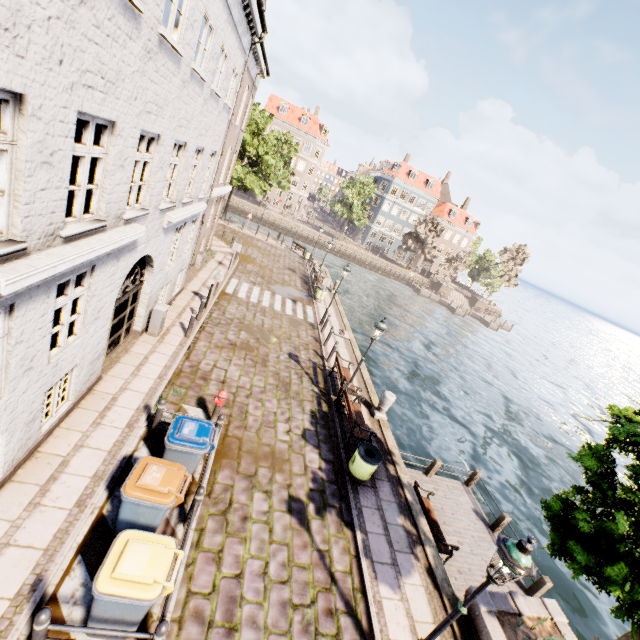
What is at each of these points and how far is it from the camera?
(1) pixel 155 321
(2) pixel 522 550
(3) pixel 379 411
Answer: (1) electrical box, 10.9m
(2) street light, 4.1m
(3) pillar, 12.2m

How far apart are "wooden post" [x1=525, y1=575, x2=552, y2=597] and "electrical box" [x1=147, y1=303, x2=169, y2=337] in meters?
14.4 m

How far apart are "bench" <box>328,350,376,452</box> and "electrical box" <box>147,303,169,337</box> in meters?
6.6 m

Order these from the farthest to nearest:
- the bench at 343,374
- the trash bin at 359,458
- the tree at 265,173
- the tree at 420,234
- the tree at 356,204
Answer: the tree at 420,234 < the tree at 356,204 < the tree at 265,173 < the bench at 343,374 < the trash bin at 359,458

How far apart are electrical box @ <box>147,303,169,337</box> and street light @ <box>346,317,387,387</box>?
6.71m

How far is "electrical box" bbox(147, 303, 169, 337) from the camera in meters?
10.7 m

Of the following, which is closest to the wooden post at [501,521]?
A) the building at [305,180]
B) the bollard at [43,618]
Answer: the bollard at [43,618]

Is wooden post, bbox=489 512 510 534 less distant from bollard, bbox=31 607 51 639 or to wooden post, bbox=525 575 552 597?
wooden post, bbox=525 575 552 597
